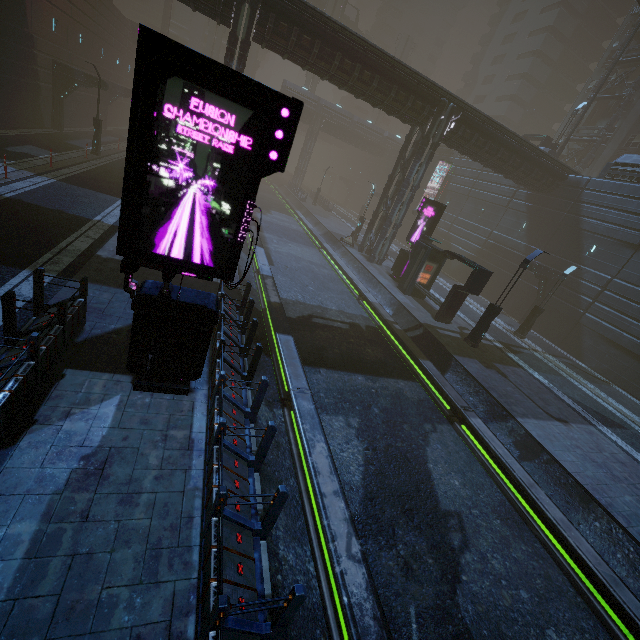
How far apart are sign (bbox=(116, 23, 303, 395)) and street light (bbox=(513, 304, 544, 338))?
22.3m

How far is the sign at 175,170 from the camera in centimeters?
453cm

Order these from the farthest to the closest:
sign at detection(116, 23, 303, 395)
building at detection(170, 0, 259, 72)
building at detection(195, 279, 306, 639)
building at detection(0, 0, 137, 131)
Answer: building at detection(0, 0, 137, 131) < building at detection(170, 0, 259, 72) < sign at detection(116, 23, 303, 395) < building at detection(195, 279, 306, 639)

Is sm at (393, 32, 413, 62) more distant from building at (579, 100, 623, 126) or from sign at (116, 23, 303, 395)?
sign at (116, 23, 303, 395)

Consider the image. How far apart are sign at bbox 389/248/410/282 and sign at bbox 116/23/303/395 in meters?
18.1

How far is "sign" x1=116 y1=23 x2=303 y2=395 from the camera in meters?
4.5 m

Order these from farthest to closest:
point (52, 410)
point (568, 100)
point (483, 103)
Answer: point (483, 103) < point (568, 100) < point (52, 410)

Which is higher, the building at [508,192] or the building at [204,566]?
the building at [508,192]
